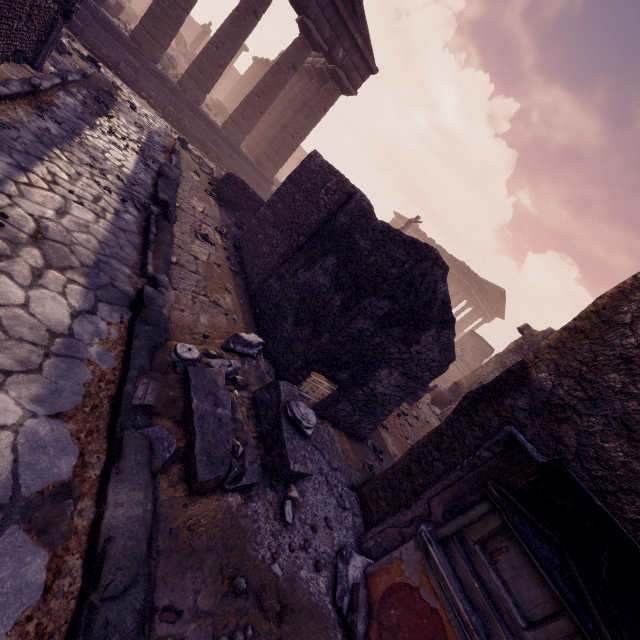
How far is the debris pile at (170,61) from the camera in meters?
14.6

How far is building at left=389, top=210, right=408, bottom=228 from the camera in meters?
38.8 m

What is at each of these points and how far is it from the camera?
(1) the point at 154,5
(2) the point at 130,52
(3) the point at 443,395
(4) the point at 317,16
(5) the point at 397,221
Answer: (1) column, 11.3m
(2) building base, 11.8m
(3) vase, 12.6m
(4) entablature, 12.7m
(5) building, 39.8m

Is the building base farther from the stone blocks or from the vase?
the vase

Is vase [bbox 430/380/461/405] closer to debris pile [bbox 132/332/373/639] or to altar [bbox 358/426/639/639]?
debris pile [bbox 132/332/373/639]

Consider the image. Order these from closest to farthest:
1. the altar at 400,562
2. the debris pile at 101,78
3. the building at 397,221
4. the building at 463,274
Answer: the altar at 400,562 < the debris pile at 101,78 < the building at 463,274 < the building at 397,221

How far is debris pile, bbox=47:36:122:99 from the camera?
7.27m

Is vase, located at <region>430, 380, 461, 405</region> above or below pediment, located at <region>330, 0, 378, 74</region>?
below
